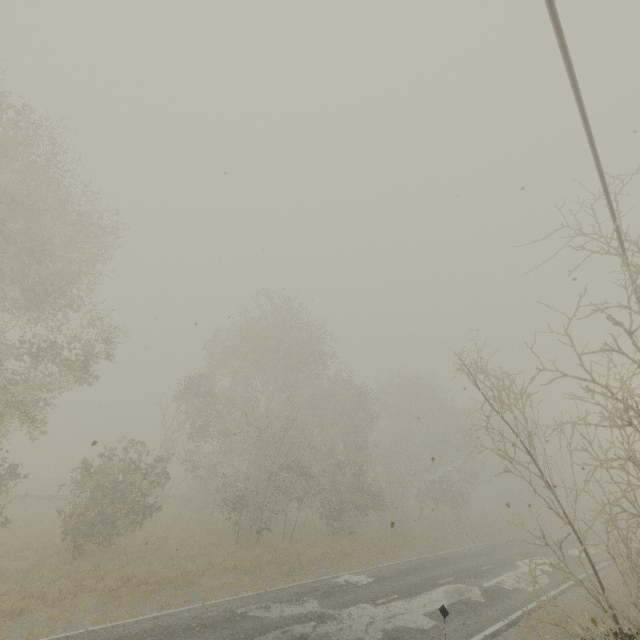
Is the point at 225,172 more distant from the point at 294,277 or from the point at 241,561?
the point at 241,561
